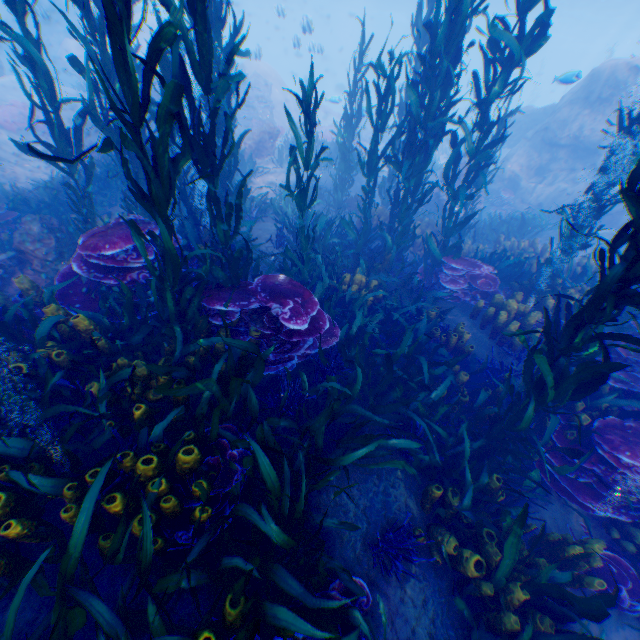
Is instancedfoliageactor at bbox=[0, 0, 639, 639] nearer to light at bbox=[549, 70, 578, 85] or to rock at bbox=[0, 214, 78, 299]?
rock at bbox=[0, 214, 78, 299]

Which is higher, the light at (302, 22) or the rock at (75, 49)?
the light at (302, 22)

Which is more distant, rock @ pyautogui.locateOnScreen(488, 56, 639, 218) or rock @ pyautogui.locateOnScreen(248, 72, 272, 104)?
rock @ pyautogui.locateOnScreen(248, 72, 272, 104)

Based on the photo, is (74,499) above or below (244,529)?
above

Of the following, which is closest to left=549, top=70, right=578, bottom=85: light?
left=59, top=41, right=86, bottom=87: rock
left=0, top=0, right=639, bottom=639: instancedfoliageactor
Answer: left=59, top=41, right=86, bottom=87: rock

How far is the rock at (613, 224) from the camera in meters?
11.0 m

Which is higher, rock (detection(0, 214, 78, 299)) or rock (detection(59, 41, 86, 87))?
rock (detection(59, 41, 86, 87))
